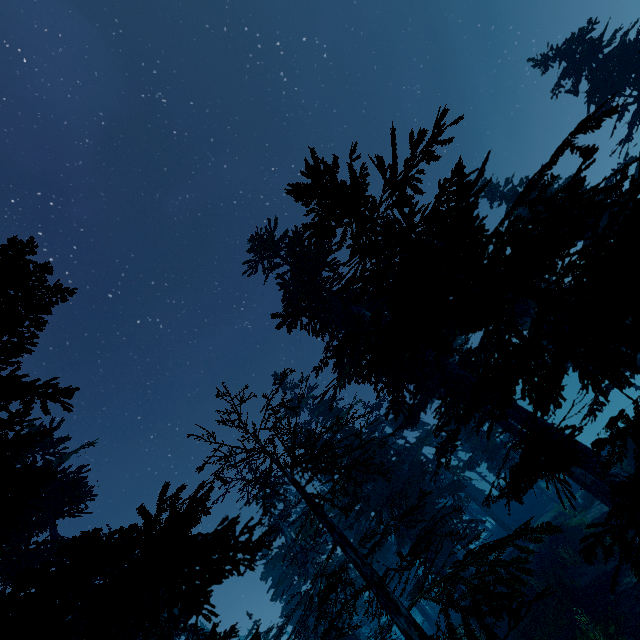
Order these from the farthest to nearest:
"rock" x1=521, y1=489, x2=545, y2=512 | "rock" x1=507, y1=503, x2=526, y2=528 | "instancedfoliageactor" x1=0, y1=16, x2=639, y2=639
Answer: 1. "rock" x1=507, y1=503, x2=526, y2=528
2. "rock" x1=521, y1=489, x2=545, y2=512
3. "instancedfoliageactor" x1=0, y1=16, x2=639, y2=639

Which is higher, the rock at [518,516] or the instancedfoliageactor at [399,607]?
the instancedfoliageactor at [399,607]

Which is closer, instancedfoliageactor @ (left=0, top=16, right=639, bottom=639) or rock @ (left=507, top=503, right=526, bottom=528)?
instancedfoliageactor @ (left=0, top=16, right=639, bottom=639)

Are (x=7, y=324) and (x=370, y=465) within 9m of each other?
yes

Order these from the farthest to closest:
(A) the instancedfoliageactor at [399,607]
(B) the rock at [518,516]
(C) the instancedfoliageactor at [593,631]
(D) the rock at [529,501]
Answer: (B) the rock at [518,516] → (D) the rock at [529,501] → (C) the instancedfoliageactor at [593,631] → (A) the instancedfoliageactor at [399,607]

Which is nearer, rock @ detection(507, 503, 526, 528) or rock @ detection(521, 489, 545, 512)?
rock @ detection(521, 489, 545, 512)

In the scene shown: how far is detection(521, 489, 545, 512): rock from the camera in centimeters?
3656cm
